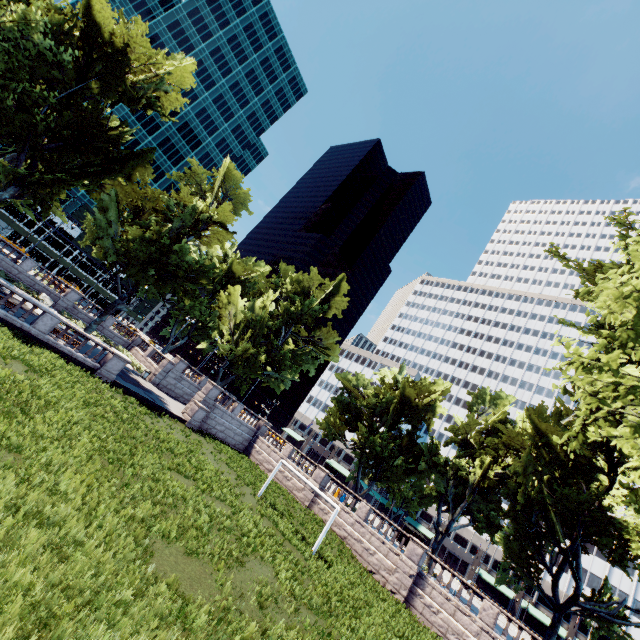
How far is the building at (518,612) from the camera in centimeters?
5871cm

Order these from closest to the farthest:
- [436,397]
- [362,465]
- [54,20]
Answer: [54,20] → [436,397] → [362,465]

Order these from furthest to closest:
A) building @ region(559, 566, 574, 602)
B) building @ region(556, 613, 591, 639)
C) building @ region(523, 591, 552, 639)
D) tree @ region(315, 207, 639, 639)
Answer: building @ region(559, 566, 574, 602) < building @ region(523, 591, 552, 639) < building @ region(556, 613, 591, 639) < tree @ region(315, 207, 639, 639)

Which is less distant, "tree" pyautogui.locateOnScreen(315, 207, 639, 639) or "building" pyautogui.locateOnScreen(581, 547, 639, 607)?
"tree" pyautogui.locateOnScreen(315, 207, 639, 639)

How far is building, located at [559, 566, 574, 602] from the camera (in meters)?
57.84

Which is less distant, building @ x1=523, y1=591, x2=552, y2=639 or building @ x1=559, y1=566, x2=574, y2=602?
building @ x1=523, y1=591, x2=552, y2=639

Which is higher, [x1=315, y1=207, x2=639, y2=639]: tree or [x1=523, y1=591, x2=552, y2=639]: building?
[x1=315, y1=207, x2=639, y2=639]: tree

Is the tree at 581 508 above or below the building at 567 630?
above
